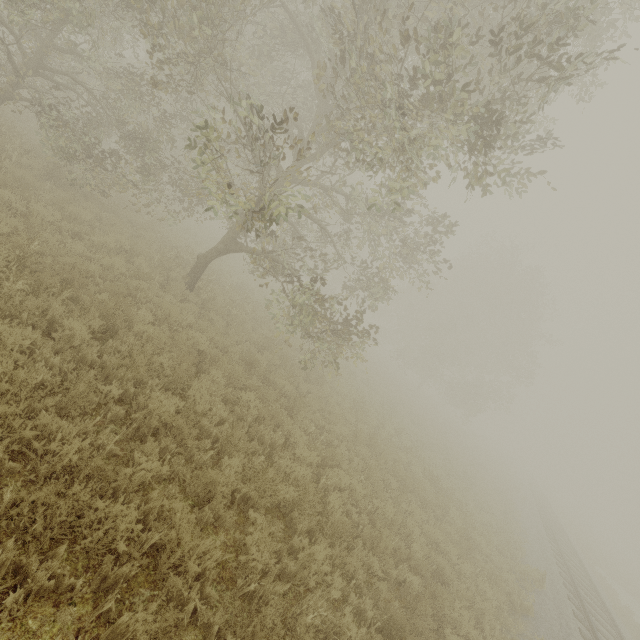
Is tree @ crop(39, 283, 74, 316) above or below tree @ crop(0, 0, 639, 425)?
below

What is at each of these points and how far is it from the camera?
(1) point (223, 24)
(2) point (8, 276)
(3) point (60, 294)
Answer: (1) tree, 10.91m
(2) tree, 5.68m
(3) tree, 5.68m

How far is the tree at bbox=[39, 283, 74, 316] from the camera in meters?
5.5

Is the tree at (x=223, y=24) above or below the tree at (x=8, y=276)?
above

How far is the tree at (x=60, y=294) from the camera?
5.46m

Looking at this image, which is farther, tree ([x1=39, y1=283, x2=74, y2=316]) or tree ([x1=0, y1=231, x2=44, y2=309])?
tree ([x1=39, y1=283, x2=74, y2=316])
